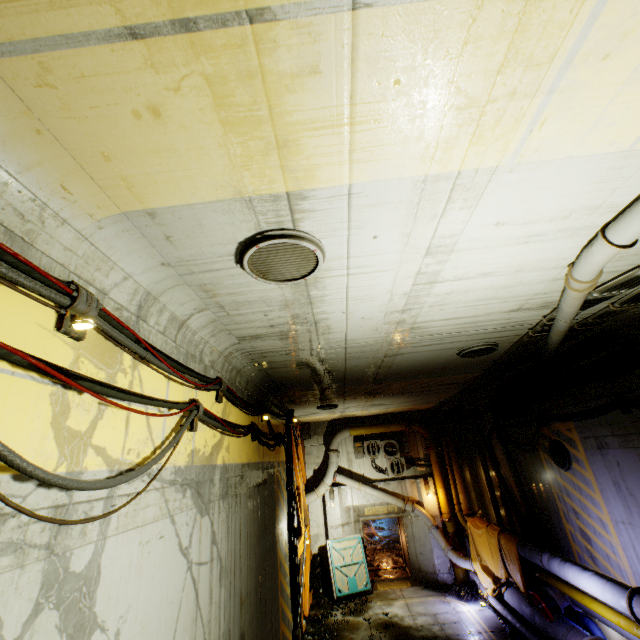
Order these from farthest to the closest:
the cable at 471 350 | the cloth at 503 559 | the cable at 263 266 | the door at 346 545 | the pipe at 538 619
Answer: the door at 346 545, the cloth at 503 559, the cable at 471 350, the pipe at 538 619, the cable at 263 266

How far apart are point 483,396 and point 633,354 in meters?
7.1

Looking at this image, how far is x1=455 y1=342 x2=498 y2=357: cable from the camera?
6.5 meters

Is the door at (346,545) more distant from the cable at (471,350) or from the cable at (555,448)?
the cable at (471,350)

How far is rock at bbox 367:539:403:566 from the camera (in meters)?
16.25

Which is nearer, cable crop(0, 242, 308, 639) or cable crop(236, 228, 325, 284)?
cable crop(0, 242, 308, 639)

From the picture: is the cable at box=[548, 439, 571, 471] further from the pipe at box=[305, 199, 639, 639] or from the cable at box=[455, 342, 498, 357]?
the cable at box=[455, 342, 498, 357]

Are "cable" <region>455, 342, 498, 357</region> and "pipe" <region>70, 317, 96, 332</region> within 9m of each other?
yes
